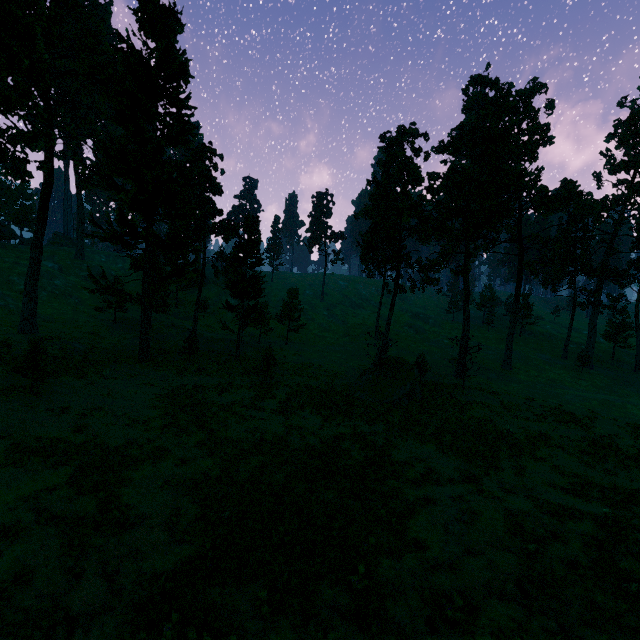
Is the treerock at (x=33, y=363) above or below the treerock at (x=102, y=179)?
below

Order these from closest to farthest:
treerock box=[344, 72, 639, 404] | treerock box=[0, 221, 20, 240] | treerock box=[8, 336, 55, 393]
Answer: treerock box=[8, 336, 55, 393]
treerock box=[344, 72, 639, 404]
treerock box=[0, 221, 20, 240]

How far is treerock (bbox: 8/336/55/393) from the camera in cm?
1958

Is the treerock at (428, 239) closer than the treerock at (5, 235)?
Yes

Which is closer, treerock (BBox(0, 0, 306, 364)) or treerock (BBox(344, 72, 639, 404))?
treerock (BBox(0, 0, 306, 364))

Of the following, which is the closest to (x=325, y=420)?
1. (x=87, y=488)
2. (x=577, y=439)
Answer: (x=87, y=488)
